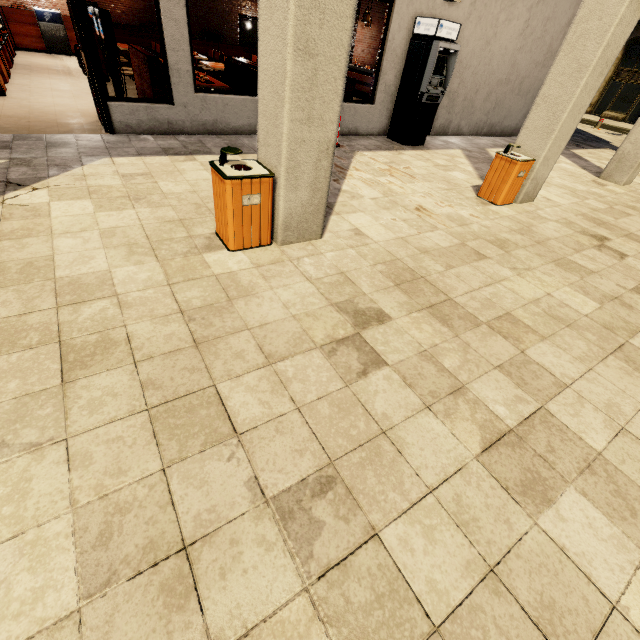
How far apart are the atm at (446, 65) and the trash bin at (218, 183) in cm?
643

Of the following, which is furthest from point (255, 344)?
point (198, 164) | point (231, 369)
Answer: point (198, 164)

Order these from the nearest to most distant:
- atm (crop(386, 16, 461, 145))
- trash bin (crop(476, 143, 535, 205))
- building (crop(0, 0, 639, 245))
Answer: building (crop(0, 0, 639, 245)), trash bin (crop(476, 143, 535, 205)), atm (crop(386, 16, 461, 145))

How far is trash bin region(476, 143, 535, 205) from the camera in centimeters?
546cm

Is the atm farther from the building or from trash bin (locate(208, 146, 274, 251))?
trash bin (locate(208, 146, 274, 251))

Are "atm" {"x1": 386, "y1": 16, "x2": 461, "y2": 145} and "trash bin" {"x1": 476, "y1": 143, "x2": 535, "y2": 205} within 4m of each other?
A: yes

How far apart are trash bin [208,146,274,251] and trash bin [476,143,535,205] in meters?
4.5 m

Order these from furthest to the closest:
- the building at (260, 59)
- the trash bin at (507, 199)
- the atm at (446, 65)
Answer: the atm at (446, 65), the trash bin at (507, 199), the building at (260, 59)
